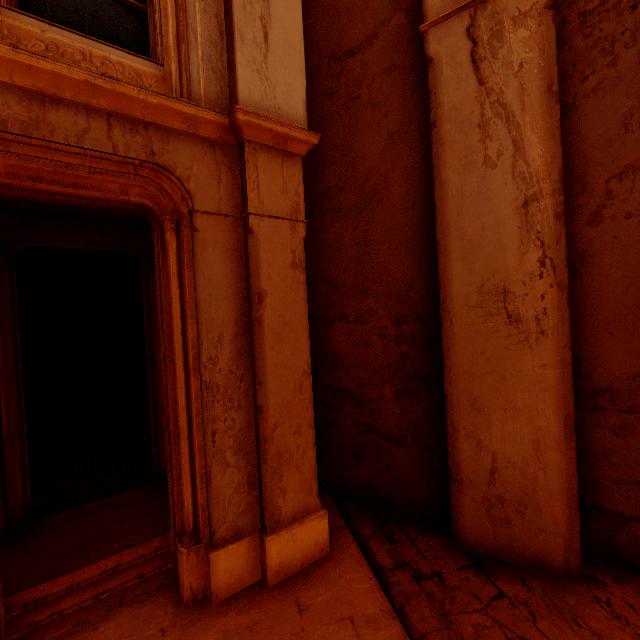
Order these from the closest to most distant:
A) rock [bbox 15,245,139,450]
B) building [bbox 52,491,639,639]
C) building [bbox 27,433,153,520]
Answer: building [bbox 52,491,639,639], building [bbox 27,433,153,520], rock [bbox 15,245,139,450]

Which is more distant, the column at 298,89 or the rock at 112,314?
the rock at 112,314

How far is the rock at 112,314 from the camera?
7.0 meters

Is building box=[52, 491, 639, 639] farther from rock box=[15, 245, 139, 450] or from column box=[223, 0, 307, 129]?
column box=[223, 0, 307, 129]

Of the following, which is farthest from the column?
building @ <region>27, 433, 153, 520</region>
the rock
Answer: the rock

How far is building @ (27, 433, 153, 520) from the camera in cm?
502

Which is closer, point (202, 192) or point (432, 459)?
point (202, 192)
